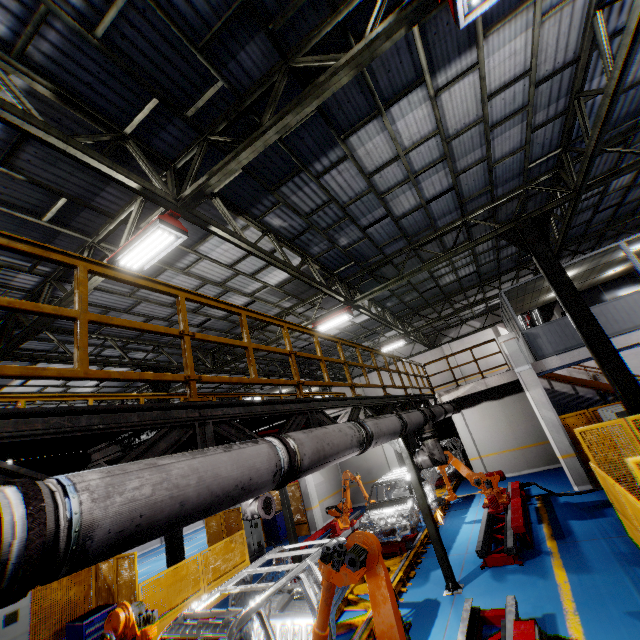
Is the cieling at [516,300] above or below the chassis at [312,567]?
above

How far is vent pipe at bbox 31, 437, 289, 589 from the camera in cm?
157

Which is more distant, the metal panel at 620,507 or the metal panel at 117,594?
the metal panel at 117,594

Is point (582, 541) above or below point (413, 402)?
below

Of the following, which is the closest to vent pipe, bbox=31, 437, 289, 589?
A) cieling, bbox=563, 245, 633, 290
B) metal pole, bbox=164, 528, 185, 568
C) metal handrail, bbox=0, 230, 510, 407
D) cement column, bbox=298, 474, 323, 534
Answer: metal handrail, bbox=0, 230, 510, 407

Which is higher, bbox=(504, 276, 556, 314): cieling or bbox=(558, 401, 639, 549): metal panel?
bbox=(504, 276, 556, 314): cieling

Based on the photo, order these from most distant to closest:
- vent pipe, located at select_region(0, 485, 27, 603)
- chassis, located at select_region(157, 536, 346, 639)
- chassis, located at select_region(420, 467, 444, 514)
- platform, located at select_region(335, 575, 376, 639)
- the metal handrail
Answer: chassis, located at select_region(420, 467, 444, 514) → platform, located at select_region(335, 575, 376, 639) → chassis, located at select_region(157, 536, 346, 639) → the metal handrail → vent pipe, located at select_region(0, 485, 27, 603)

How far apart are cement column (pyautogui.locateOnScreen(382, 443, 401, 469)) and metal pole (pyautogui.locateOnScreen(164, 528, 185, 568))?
9.4m
